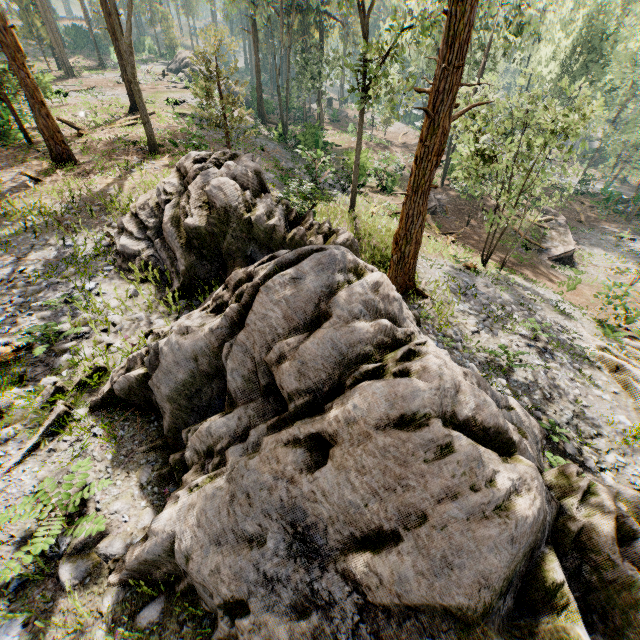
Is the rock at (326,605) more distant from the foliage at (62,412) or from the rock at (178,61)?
the rock at (178,61)

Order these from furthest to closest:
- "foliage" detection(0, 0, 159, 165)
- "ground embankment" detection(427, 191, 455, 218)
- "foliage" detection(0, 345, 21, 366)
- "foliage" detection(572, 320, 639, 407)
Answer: "ground embankment" detection(427, 191, 455, 218), "foliage" detection(0, 0, 159, 165), "foliage" detection(572, 320, 639, 407), "foliage" detection(0, 345, 21, 366)

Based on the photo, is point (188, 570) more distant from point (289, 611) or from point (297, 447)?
point (297, 447)

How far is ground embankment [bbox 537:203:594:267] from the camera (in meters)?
27.00

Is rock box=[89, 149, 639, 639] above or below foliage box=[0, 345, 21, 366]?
above

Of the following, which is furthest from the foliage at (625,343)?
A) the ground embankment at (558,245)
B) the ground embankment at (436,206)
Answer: the ground embankment at (436,206)

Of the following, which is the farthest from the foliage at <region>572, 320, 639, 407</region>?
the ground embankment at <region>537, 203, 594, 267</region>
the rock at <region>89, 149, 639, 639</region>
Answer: the ground embankment at <region>537, 203, 594, 267</region>

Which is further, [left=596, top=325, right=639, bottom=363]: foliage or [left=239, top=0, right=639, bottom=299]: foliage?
[left=596, top=325, right=639, bottom=363]: foliage
